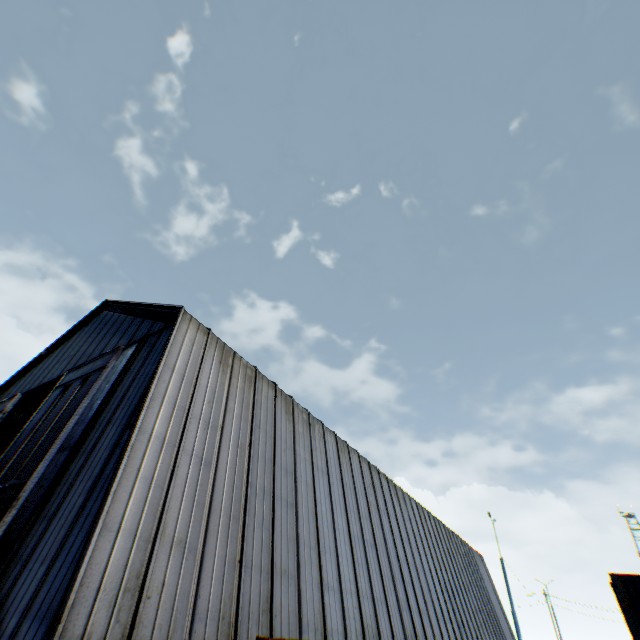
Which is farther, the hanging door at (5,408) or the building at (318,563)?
the hanging door at (5,408)

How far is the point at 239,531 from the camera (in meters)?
9.59

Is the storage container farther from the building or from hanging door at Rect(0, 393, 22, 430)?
hanging door at Rect(0, 393, 22, 430)

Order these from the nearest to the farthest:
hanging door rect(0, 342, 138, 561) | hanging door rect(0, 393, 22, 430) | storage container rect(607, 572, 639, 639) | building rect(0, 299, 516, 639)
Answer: building rect(0, 299, 516, 639) < hanging door rect(0, 342, 138, 561) < storage container rect(607, 572, 639, 639) < hanging door rect(0, 393, 22, 430)

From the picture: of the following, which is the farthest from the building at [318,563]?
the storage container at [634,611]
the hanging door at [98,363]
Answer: the storage container at [634,611]

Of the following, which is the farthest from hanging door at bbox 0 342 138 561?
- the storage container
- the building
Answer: the storage container

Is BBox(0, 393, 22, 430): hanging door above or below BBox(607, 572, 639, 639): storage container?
above
